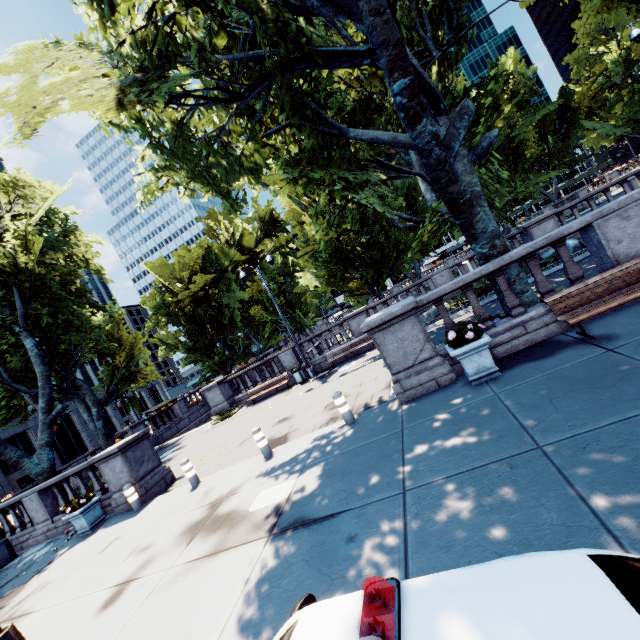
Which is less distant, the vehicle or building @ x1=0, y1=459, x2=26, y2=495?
the vehicle

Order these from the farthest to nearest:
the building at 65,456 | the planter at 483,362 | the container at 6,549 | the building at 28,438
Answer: the building at 65,456, the building at 28,438, the container at 6,549, the planter at 483,362

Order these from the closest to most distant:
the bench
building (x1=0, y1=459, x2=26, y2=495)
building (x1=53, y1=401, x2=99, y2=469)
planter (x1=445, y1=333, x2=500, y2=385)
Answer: the bench < planter (x1=445, y1=333, x2=500, y2=385) < building (x1=0, y1=459, x2=26, y2=495) < building (x1=53, y1=401, x2=99, y2=469)

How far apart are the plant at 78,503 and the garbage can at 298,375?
10.0m

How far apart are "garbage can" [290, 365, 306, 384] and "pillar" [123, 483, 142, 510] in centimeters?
928cm

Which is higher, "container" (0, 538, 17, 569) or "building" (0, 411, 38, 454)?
"building" (0, 411, 38, 454)

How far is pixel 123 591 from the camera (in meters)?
5.78

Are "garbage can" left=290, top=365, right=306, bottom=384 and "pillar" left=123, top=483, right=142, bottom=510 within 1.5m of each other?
no
